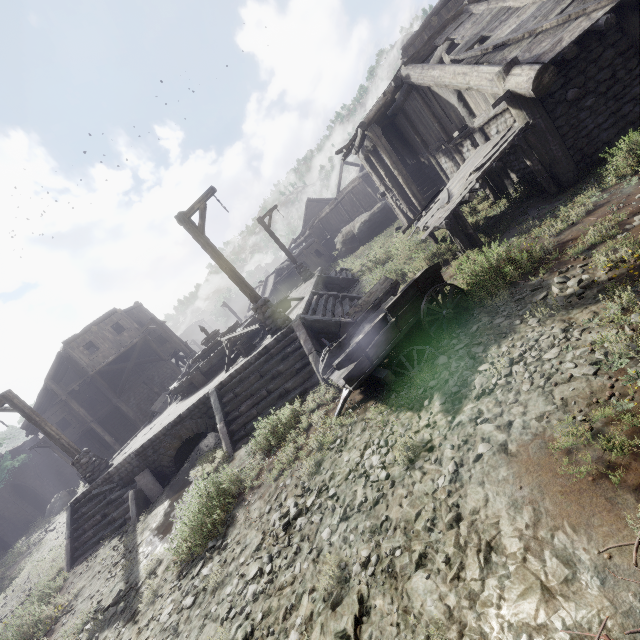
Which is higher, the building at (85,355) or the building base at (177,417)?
the building at (85,355)

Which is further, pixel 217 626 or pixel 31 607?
pixel 31 607

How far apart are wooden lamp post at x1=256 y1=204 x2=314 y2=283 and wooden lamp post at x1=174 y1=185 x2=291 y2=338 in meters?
9.1 m

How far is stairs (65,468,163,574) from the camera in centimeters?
1070cm

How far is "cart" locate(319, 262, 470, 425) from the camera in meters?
5.9

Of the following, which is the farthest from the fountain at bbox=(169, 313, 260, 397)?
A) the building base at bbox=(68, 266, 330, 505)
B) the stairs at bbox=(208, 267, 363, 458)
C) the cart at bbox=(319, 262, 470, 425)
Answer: the cart at bbox=(319, 262, 470, 425)

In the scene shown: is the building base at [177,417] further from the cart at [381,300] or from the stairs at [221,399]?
the cart at [381,300]

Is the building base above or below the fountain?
below
